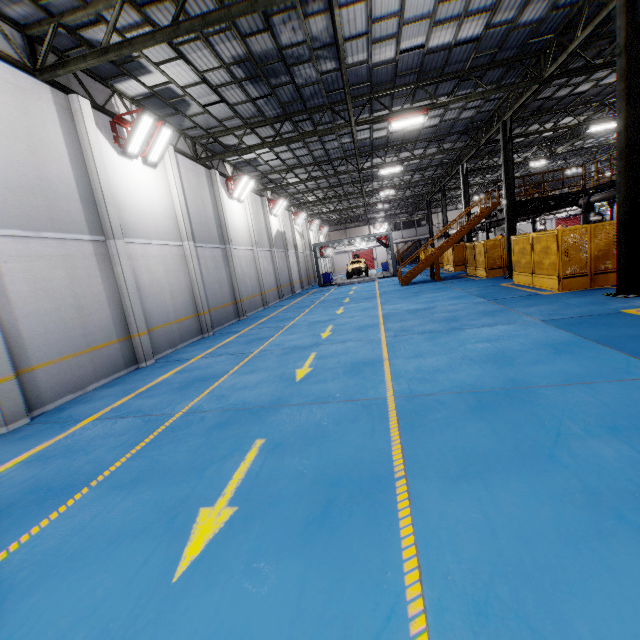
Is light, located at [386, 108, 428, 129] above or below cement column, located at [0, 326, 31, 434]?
above

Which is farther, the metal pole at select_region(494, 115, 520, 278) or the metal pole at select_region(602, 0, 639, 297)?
the metal pole at select_region(494, 115, 520, 278)

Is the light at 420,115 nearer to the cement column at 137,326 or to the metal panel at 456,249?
the metal panel at 456,249

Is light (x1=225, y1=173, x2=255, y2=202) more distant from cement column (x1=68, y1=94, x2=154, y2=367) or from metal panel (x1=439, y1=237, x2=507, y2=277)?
metal panel (x1=439, y1=237, x2=507, y2=277)

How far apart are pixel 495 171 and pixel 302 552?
39.8m

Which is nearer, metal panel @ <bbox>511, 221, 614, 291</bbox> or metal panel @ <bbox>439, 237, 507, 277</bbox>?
metal panel @ <bbox>511, 221, 614, 291</bbox>

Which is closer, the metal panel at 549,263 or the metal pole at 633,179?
the metal pole at 633,179

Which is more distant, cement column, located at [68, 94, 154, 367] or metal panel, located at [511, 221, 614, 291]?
metal panel, located at [511, 221, 614, 291]
